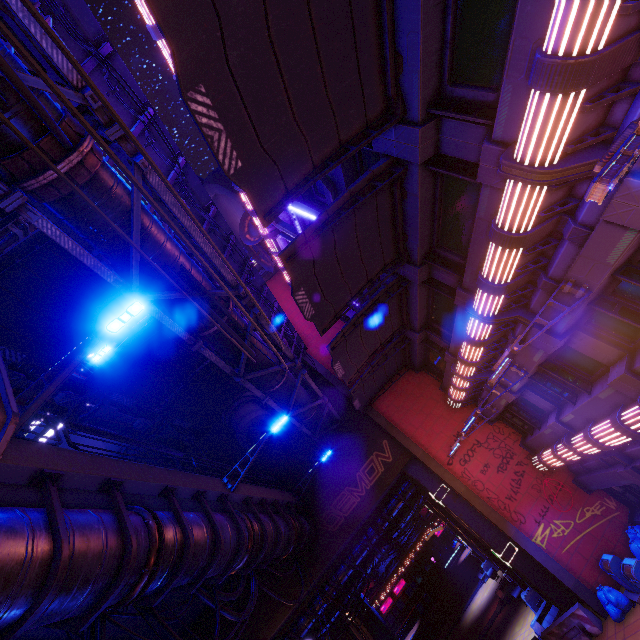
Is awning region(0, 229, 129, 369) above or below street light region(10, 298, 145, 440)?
above

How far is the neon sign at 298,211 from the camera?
13.43m

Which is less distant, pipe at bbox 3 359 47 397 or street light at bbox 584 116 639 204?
street light at bbox 584 116 639 204

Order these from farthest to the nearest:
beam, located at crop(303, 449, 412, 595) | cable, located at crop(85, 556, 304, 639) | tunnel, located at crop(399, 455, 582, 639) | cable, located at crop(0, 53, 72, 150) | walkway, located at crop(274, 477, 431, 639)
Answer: walkway, located at crop(274, 477, 431, 639) < beam, located at crop(303, 449, 412, 595) < tunnel, located at crop(399, 455, 582, 639) < cable, located at crop(85, 556, 304, 639) < cable, located at crop(0, 53, 72, 150)

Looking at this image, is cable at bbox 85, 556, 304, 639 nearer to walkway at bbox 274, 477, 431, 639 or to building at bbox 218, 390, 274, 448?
walkway at bbox 274, 477, 431, 639

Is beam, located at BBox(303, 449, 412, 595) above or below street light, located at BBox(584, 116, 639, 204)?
above

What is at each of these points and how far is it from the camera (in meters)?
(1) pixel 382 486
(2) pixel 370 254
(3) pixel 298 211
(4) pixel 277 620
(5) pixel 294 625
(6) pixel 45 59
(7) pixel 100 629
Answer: (1) beam, 18.59
(2) awning, 10.46
(3) neon sign, 13.88
(4) beam, 16.67
(5) walkway, 19.66
(6) pipe, 4.98
(7) cable, 6.54

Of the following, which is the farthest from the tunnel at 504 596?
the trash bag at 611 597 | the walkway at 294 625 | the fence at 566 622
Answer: the trash bag at 611 597
